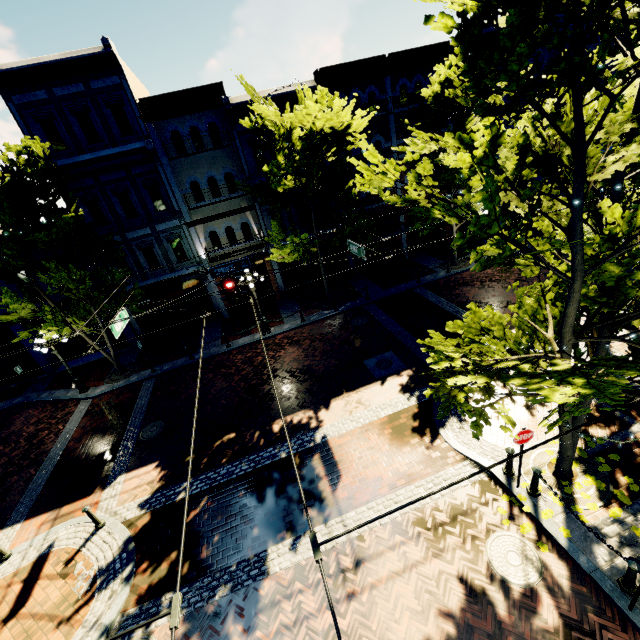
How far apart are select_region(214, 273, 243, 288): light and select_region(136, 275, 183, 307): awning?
7.9 meters

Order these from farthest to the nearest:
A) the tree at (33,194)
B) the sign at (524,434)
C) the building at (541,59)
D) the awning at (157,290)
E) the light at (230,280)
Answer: the building at (541,59) → the awning at (157,290) → the tree at (33,194) → the light at (230,280) → the sign at (524,434)

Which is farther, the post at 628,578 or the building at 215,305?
the building at 215,305

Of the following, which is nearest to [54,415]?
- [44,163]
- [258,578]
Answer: [44,163]

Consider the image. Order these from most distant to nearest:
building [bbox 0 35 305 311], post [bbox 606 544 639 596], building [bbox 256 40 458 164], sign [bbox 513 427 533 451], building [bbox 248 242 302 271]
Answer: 1. building [bbox 248 242 302 271]
2. building [bbox 256 40 458 164]
3. building [bbox 0 35 305 311]
4. sign [bbox 513 427 533 451]
5. post [bbox 606 544 639 596]

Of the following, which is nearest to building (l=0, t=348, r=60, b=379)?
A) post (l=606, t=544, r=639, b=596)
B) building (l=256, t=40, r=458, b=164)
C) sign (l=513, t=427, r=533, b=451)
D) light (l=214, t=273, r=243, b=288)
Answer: building (l=256, t=40, r=458, b=164)

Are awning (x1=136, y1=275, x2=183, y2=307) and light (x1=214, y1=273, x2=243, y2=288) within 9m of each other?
yes

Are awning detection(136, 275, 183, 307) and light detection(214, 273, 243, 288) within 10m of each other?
yes
